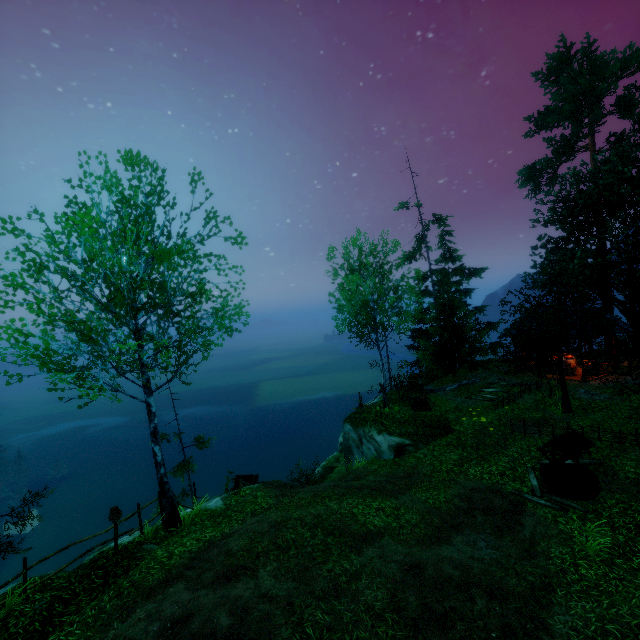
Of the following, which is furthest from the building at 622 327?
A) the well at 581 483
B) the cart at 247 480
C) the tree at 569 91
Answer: the cart at 247 480

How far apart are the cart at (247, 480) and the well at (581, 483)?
12.20m

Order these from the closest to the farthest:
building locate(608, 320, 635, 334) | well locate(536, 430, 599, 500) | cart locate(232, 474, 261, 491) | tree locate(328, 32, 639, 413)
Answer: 1. well locate(536, 430, 599, 500)
2. tree locate(328, 32, 639, 413)
3. cart locate(232, 474, 261, 491)
4. building locate(608, 320, 635, 334)

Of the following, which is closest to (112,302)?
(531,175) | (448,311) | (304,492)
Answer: (304,492)

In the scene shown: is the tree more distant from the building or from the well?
the well

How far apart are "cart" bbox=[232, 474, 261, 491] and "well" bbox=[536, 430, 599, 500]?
12.2m

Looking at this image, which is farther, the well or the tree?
the tree

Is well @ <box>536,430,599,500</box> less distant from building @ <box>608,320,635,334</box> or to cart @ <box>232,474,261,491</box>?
building @ <box>608,320,635,334</box>
